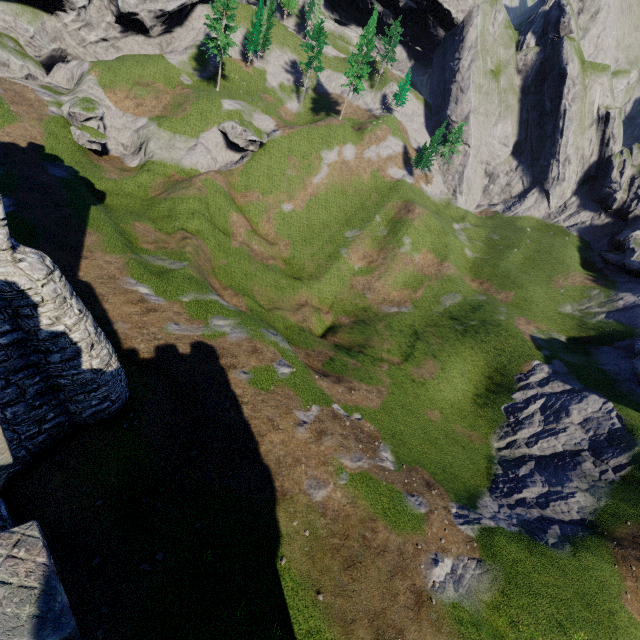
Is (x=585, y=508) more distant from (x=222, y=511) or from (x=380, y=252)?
(x=380, y=252)

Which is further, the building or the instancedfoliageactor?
the instancedfoliageactor

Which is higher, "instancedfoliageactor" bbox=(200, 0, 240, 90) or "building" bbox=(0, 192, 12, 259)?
"instancedfoliageactor" bbox=(200, 0, 240, 90)

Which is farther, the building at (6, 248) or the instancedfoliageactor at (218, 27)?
the instancedfoliageactor at (218, 27)

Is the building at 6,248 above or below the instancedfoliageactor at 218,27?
below
